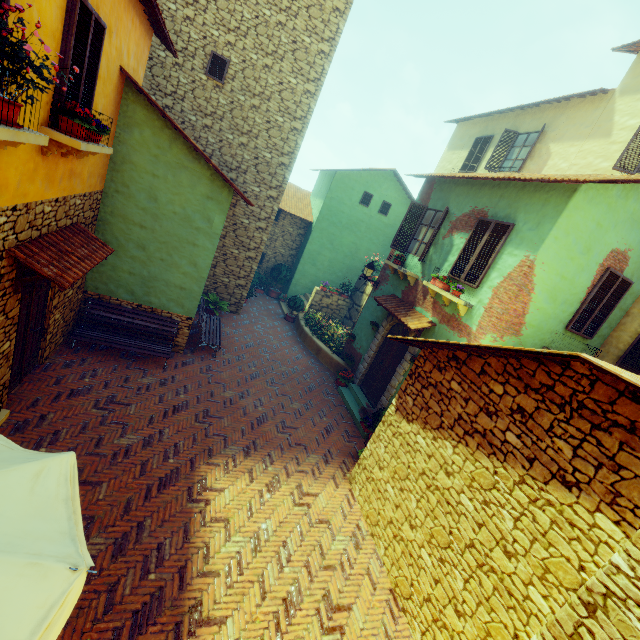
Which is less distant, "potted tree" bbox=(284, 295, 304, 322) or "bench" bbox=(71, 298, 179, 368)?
"bench" bbox=(71, 298, 179, 368)

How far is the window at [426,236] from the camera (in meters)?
9.62

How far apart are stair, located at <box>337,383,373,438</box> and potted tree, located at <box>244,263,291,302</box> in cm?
831

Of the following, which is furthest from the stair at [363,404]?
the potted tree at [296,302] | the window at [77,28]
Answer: the potted tree at [296,302]

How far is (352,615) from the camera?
4.9 meters

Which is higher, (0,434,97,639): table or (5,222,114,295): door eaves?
(5,222,114,295): door eaves

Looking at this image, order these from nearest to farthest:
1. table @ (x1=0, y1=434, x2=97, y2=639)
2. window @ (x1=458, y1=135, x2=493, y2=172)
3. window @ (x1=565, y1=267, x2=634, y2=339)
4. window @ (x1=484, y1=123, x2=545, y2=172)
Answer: table @ (x1=0, y1=434, x2=97, y2=639)
window @ (x1=565, y1=267, x2=634, y2=339)
window @ (x1=484, y1=123, x2=545, y2=172)
window @ (x1=458, y1=135, x2=493, y2=172)

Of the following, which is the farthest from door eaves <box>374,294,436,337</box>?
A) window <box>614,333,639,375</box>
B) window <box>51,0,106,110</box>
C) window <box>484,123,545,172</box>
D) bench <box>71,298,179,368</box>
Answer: window <box>484,123,545,172</box>
